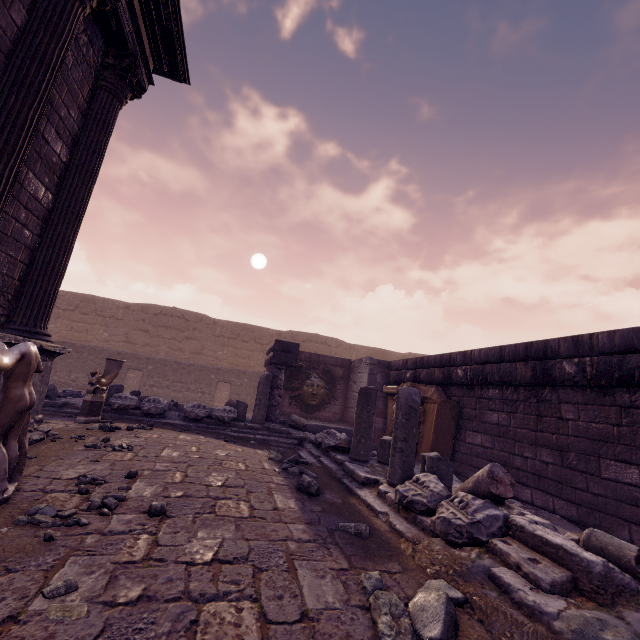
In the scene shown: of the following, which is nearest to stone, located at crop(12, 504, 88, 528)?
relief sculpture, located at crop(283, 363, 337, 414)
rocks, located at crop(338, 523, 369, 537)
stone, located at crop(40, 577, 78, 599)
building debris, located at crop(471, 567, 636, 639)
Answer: stone, located at crop(40, 577, 78, 599)

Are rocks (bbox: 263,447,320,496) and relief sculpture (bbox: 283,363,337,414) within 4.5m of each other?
no

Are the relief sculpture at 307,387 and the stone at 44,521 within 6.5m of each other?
no

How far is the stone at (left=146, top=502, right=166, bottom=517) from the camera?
2.8 meters

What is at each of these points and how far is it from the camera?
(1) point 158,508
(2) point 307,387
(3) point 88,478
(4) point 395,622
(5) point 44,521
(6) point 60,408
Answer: (1) stone, 2.8 meters
(2) relief sculpture, 11.5 meters
(3) stone, 3.3 meters
(4) rocks, 1.9 meters
(5) stone, 2.5 meters
(6) building debris, 7.3 meters

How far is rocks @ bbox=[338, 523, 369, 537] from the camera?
3.1m

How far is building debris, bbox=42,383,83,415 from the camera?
7.1m

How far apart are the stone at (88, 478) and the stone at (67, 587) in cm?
57
